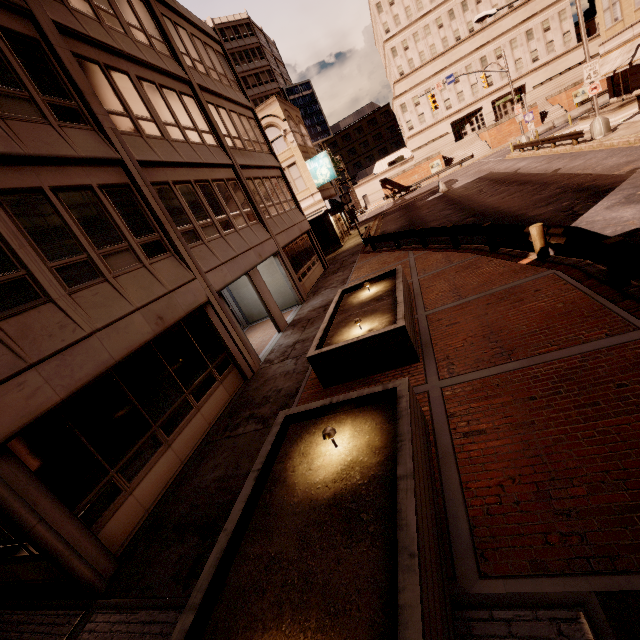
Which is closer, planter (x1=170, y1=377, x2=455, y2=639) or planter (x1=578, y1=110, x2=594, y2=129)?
planter (x1=170, y1=377, x2=455, y2=639)

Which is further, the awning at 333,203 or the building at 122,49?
the awning at 333,203

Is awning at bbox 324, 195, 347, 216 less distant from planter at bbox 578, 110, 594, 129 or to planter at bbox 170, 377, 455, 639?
planter at bbox 578, 110, 594, 129

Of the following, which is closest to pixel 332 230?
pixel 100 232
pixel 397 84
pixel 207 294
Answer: pixel 207 294

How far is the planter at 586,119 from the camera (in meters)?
25.62

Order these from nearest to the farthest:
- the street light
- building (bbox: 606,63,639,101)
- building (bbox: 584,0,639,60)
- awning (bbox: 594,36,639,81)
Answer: the street light, awning (bbox: 594,36,639,81), building (bbox: 584,0,639,60), building (bbox: 606,63,639,101)

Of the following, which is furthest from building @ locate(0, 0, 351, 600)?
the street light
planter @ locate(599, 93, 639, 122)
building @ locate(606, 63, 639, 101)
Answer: building @ locate(606, 63, 639, 101)

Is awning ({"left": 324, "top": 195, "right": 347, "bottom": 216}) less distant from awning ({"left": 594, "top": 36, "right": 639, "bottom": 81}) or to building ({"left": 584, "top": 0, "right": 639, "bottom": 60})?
awning ({"left": 594, "top": 36, "right": 639, "bottom": 81})
